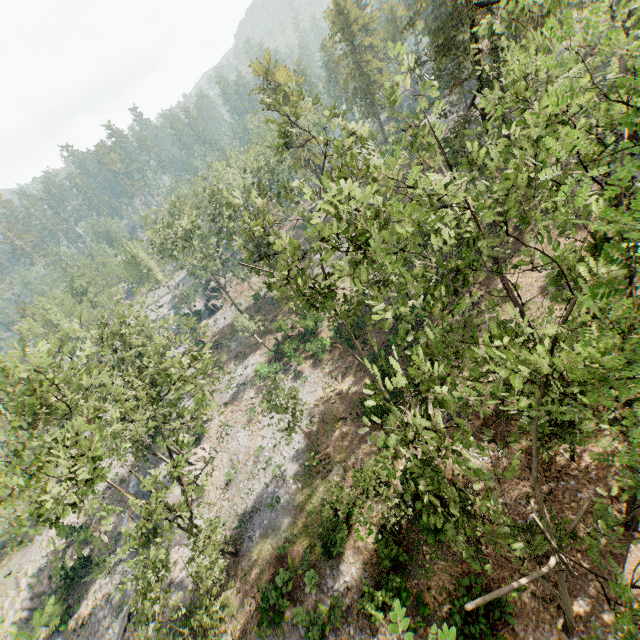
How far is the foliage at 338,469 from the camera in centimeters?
1448cm

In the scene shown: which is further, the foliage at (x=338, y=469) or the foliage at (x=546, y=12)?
the foliage at (x=338, y=469)

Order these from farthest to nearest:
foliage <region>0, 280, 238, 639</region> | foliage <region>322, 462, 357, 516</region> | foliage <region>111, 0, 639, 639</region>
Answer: foliage <region>322, 462, 357, 516</region> → foliage <region>0, 280, 238, 639</region> → foliage <region>111, 0, 639, 639</region>

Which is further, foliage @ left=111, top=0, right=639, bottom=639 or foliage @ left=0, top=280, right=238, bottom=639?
foliage @ left=0, top=280, right=238, bottom=639

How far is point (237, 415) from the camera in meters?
36.7

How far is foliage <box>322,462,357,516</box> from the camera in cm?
1448
